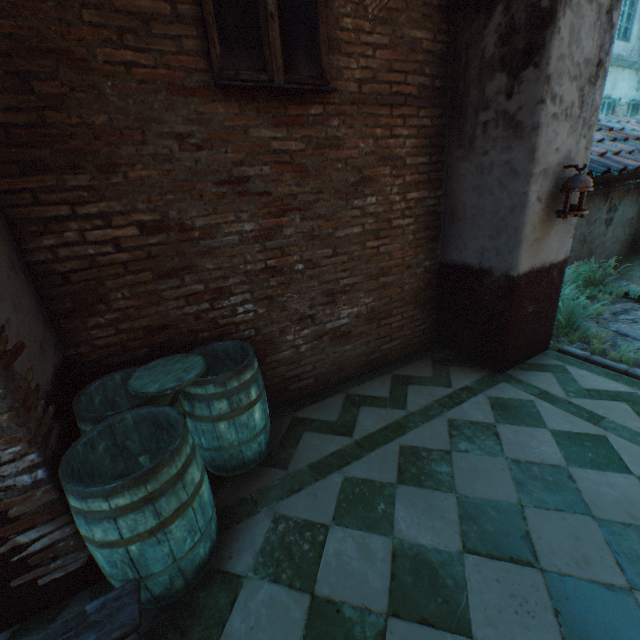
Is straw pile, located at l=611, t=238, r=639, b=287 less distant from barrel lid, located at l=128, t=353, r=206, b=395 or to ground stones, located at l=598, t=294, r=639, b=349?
ground stones, located at l=598, t=294, r=639, b=349

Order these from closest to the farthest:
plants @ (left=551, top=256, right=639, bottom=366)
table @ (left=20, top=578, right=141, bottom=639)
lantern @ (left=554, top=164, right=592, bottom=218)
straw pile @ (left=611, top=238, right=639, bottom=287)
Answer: table @ (left=20, top=578, right=141, bottom=639), lantern @ (left=554, top=164, right=592, bottom=218), plants @ (left=551, top=256, right=639, bottom=366), straw pile @ (left=611, top=238, right=639, bottom=287)

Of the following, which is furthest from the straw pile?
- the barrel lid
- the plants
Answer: the barrel lid

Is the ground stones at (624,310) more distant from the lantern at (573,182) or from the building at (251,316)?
the lantern at (573,182)

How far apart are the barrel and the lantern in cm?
325

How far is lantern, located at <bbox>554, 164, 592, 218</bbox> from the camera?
3.00m

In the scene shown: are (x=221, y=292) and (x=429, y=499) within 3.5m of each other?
yes

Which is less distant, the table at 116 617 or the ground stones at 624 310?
the table at 116 617
